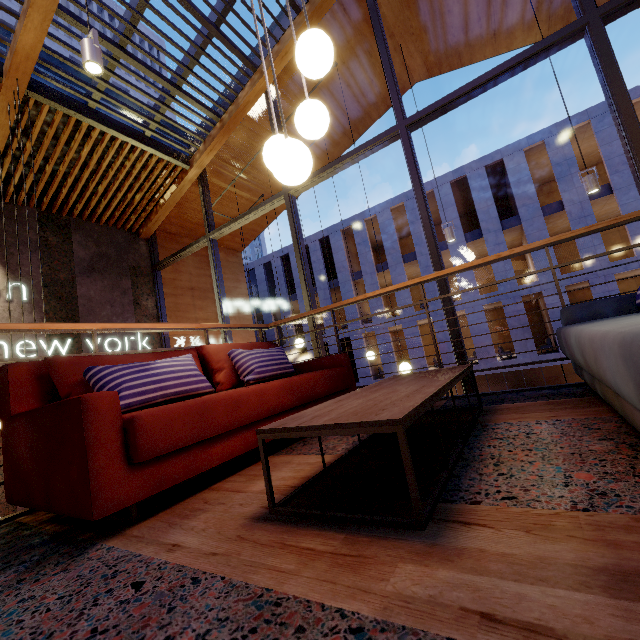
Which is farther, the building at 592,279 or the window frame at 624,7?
the building at 592,279

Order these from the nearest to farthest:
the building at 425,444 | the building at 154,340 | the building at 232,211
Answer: the building at 425,444 → the building at 154,340 → the building at 232,211

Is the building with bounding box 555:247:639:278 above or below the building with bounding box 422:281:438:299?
below

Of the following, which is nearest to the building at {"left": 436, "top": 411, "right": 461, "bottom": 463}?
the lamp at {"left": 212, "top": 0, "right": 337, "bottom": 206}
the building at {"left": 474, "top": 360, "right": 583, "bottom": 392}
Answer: the lamp at {"left": 212, "top": 0, "right": 337, "bottom": 206}

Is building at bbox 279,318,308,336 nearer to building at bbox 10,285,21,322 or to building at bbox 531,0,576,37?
building at bbox 531,0,576,37

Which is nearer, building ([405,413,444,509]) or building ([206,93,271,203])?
building ([405,413,444,509])

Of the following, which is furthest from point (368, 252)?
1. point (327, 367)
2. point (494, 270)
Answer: point (327, 367)

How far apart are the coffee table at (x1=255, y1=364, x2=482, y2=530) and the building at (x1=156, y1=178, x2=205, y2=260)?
5.48m
